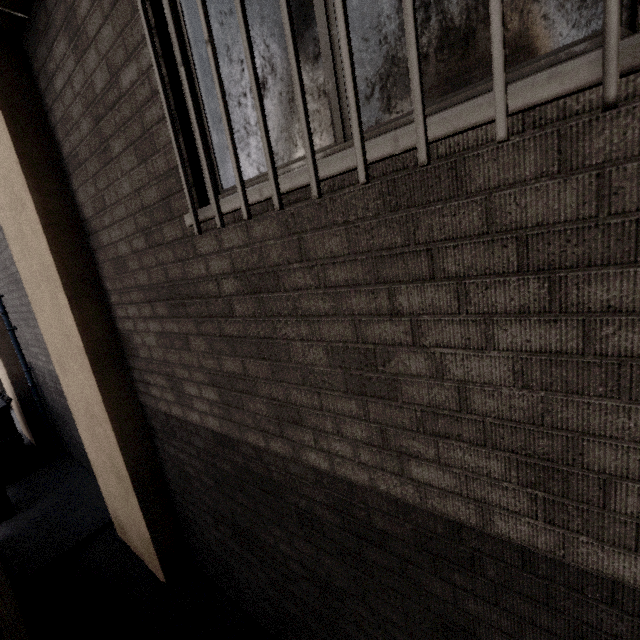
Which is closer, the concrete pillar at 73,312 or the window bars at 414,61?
the window bars at 414,61

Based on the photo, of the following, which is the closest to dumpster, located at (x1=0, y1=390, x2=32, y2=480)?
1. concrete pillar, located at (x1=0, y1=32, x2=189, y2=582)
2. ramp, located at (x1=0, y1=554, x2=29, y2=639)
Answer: ramp, located at (x1=0, y1=554, x2=29, y2=639)

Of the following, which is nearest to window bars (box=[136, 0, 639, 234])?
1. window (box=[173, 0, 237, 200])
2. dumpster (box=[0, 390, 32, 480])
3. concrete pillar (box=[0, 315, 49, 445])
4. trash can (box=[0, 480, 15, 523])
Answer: window (box=[173, 0, 237, 200])

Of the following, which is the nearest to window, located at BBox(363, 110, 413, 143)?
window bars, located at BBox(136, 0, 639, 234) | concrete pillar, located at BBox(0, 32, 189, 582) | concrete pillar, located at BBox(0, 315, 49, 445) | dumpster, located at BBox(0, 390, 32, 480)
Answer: window bars, located at BBox(136, 0, 639, 234)

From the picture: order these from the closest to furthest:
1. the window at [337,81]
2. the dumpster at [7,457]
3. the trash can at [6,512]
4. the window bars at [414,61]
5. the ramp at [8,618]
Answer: the window bars at [414,61] → the window at [337,81] → the ramp at [8,618] → the trash can at [6,512] → the dumpster at [7,457]

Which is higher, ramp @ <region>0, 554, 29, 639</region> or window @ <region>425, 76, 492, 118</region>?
window @ <region>425, 76, 492, 118</region>

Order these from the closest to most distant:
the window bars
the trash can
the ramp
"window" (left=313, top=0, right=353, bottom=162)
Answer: the window bars < "window" (left=313, top=0, right=353, bottom=162) < the ramp < the trash can

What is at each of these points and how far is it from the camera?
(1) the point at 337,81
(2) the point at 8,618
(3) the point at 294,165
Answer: (1) window, 1.3 meters
(2) ramp, 2.3 meters
(3) window, 1.4 meters
